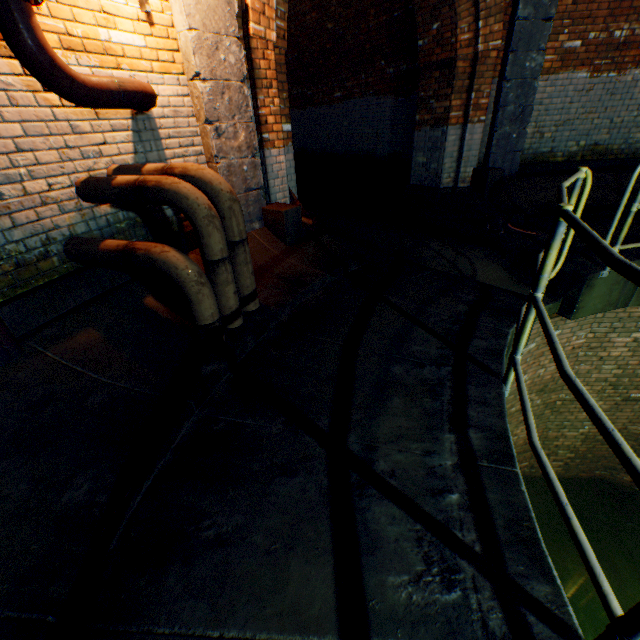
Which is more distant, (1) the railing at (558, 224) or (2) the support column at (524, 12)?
(2) the support column at (524, 12)

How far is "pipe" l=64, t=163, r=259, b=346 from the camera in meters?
2.4 m

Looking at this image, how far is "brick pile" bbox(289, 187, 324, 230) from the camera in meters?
4.9

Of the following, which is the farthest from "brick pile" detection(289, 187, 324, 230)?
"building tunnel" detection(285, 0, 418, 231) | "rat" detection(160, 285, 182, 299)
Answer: "rat" detection(160, 285, 182, 299)

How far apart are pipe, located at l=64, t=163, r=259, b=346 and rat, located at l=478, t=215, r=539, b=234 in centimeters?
410cm

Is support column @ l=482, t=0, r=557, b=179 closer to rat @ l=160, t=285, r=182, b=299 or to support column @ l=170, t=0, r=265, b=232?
rat @ l=160, t=285, r=182, b=299

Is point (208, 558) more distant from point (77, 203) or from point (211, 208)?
point (77, 203)

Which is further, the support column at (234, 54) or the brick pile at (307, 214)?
the brick pile at (307, 214)
